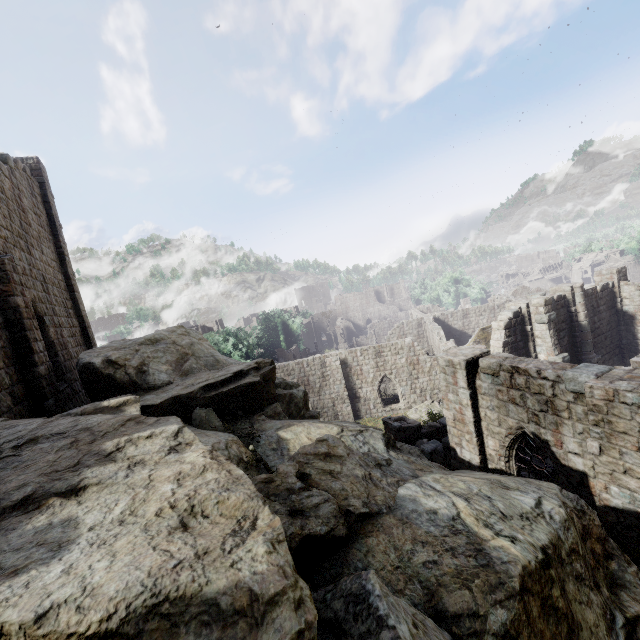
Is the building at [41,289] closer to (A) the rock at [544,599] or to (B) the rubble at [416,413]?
(B) the rubble at [416,413]

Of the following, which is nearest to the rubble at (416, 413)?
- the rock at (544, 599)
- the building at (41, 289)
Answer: the building at (41, 289)

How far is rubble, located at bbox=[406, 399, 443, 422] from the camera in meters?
25.1

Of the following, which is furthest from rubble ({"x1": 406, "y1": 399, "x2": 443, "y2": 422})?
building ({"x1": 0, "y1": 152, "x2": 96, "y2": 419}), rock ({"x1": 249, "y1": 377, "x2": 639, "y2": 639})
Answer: rock ({"x1": 249, "y1": 377, "x2": 639, "y2": 639})

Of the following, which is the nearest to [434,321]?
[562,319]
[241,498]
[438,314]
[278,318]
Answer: [438,314]

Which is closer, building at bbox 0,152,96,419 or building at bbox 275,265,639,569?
building at bbox 275,265,639,569

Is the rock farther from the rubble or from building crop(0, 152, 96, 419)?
the rubble

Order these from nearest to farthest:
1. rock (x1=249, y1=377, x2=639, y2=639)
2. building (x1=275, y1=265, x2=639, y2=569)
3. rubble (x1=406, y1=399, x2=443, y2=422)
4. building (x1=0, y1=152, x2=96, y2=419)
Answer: rock (x1=249, y1=377, x2=639, y2=639), building (x1=275, y1=265, x2=639, y2=569), building (x1=0, y1=152, x2=96, y2=419), rubble (x1=406, y1=399, x2=443, y2=422)
